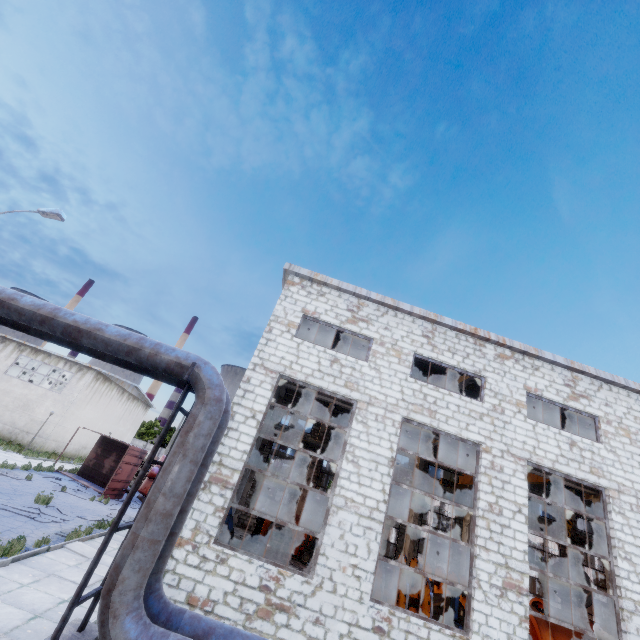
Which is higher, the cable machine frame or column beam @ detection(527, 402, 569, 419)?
column beam @ detection(527, 402, 569, 419)

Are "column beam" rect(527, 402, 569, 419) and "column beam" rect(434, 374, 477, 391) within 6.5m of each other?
yes

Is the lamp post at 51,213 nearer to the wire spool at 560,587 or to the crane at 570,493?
the crane at 570,493

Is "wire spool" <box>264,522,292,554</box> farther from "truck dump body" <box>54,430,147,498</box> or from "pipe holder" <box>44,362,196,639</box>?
"pipe holder" <box>44,362,196,639</box>

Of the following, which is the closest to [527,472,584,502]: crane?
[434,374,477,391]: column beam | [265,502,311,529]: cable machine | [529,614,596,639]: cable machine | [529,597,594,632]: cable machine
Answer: [529,614,596,639]: cable machine

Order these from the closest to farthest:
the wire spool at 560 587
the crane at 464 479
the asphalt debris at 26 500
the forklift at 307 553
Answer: the asphalt debris at 26 500 < the wire spool at 560 587 < the forklift at 307 553 < the crane at 464 479

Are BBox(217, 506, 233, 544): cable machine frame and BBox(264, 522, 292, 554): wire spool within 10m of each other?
yes

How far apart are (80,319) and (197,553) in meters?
6.8
